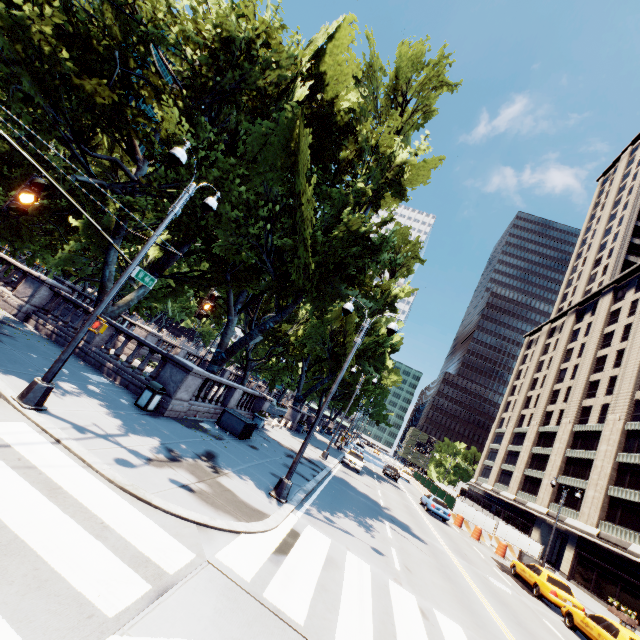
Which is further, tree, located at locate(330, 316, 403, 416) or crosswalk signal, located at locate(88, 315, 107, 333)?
tree, located at locate(330, 316, 403, 416)

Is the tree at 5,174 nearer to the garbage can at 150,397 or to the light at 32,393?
the light at 32,393

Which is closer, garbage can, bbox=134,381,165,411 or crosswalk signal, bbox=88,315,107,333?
crosswalk signal, bbox=88,315,107,333

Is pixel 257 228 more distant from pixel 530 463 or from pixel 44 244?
pixel 530 463

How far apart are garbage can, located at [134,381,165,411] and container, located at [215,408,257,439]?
4.3 meters

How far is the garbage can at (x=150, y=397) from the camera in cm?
1157

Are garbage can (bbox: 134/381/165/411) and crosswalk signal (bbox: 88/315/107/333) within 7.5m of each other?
yes
